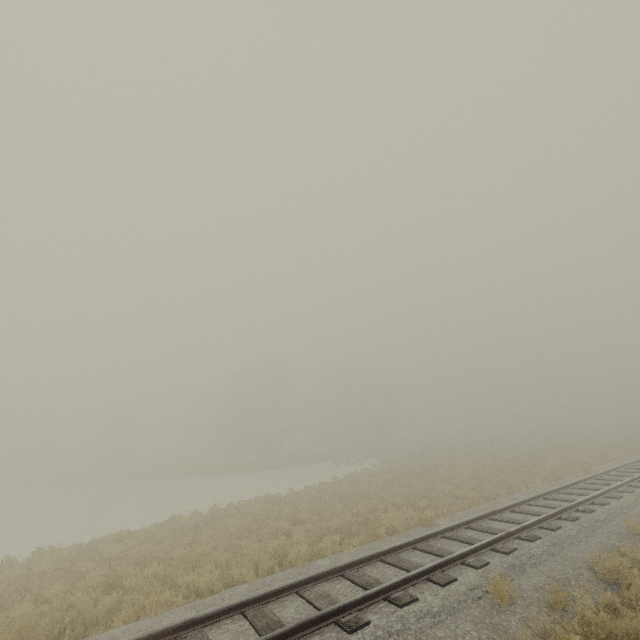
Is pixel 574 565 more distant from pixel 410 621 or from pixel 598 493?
pixel 598 493
